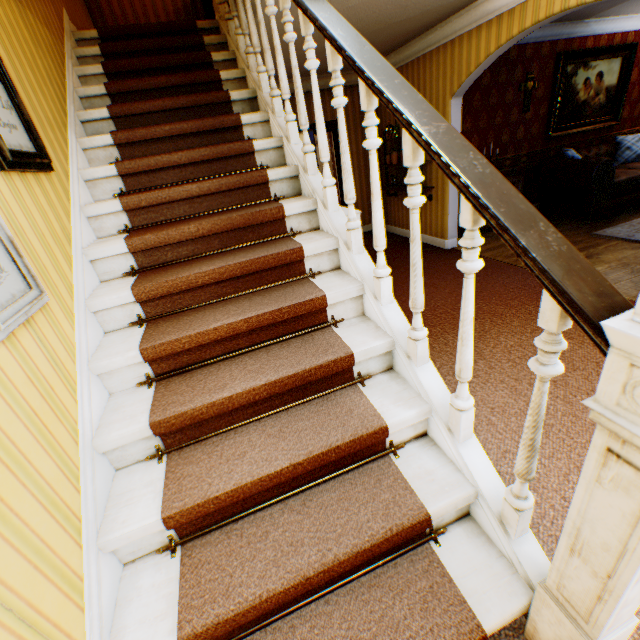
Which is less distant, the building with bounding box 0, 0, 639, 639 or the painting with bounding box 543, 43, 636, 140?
the building with bounding box 0, 0, 639, 639

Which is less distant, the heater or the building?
the building

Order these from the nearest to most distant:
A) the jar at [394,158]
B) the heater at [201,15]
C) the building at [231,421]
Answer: the building at [231,421]
the heater at [201,15]
the jar at [394,158]

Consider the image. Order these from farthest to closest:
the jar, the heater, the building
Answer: the jar
the heater
the building

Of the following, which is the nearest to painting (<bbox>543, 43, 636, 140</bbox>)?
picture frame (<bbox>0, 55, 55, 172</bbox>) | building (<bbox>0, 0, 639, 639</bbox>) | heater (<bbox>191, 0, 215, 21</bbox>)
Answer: building (<bbox>0, 0, 639, 639</bbox>)

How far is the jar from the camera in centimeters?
598cm

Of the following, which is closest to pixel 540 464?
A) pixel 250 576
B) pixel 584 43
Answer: pixel 250 576

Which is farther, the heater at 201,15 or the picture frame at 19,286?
the heater at 201,15
